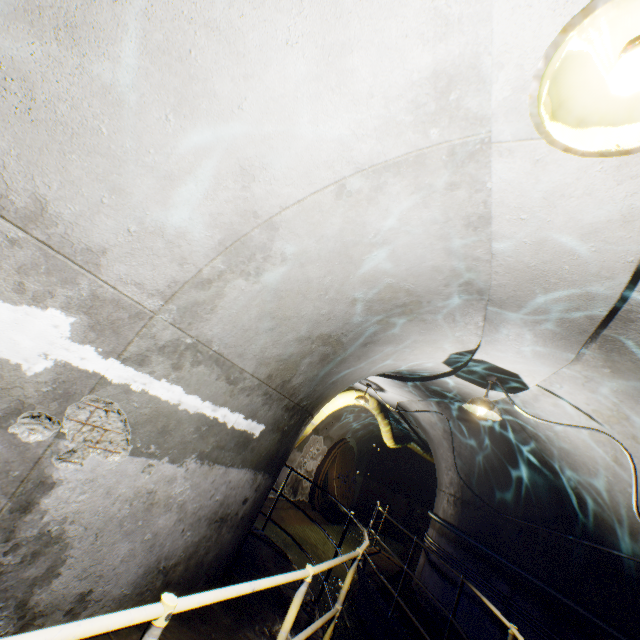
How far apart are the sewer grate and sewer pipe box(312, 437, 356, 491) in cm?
1

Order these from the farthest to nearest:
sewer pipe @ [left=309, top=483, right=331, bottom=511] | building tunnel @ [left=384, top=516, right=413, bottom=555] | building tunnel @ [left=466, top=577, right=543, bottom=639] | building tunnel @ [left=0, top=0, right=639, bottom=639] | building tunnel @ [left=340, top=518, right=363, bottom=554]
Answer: building tunnel @ [left=384, top=516, right=413, bottom=555] < sewer pipe @ [left=309, top=483, right=331, bottom=511] < building tunnel @ [left=340, top=518, right=363, bottom=554] < building tunnel @ [left=466, top=577, right=543, bottom=639] < building tunnel @ [left=0, top=0, right=639, bottom=639]

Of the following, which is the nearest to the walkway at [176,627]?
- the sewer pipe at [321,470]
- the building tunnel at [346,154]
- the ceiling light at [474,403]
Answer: the building tunnel at [346,154]

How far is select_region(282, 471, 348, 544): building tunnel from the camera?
11.11m

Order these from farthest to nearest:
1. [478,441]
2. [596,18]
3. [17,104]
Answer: [478,441] < [17,104] < [596,18]

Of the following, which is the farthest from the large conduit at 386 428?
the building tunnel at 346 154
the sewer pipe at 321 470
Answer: the sewer pipe at 321 470

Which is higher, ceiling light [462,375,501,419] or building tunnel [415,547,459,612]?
ceiling light [462,375,501,419]
